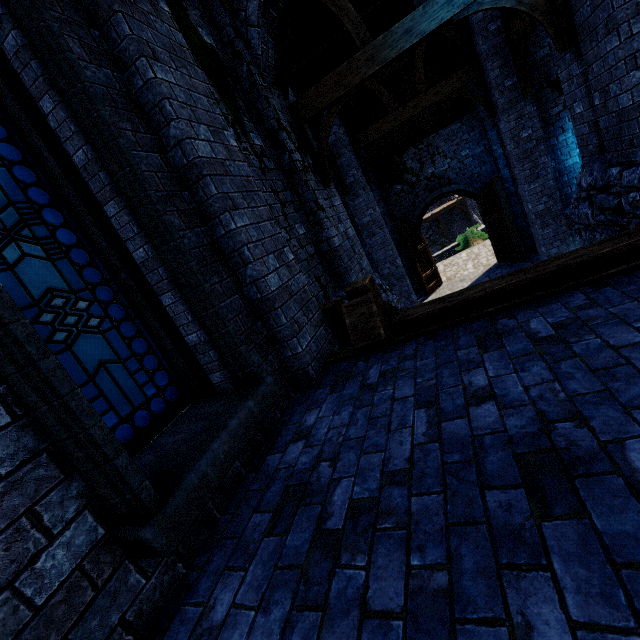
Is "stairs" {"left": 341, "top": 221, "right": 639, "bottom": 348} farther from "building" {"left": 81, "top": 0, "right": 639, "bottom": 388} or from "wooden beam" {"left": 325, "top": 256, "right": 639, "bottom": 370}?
"building" {"left": 81, "top": 0, "right": 639, "bottom": 388}

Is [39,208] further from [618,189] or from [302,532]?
[618,189]

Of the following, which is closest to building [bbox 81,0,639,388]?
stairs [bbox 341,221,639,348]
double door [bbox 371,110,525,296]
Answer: double door [bbox 371,110,525,296]

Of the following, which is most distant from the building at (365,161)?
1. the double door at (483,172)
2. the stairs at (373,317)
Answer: the stairs at (373,317)

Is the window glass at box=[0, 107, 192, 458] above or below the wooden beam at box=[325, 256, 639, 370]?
above

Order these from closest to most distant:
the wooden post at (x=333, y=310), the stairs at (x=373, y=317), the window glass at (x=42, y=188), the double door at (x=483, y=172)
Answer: the window glass at (x=42, y=188) → the stairs at (x=373, y=317) → the wooden post at (x=333, y=310) → the double door at (x=483, y=172)

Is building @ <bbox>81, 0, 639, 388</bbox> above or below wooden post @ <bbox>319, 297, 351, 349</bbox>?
above

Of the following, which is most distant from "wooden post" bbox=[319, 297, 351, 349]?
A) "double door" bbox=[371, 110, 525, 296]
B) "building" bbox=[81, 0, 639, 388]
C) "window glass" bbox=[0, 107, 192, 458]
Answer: "double door" bbox=[371, 110, 525, 296]
